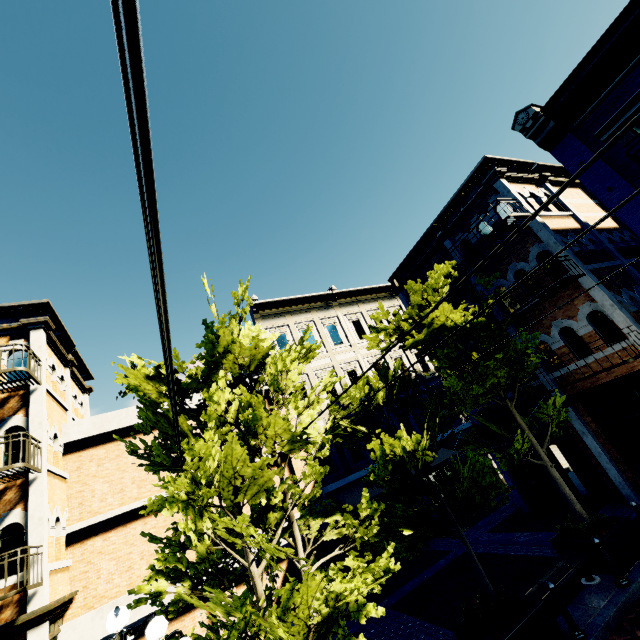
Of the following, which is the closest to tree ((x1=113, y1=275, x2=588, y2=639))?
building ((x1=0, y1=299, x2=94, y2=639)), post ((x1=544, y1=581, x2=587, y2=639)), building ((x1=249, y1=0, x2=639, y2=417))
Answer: building ((x1=249, y1=0, x2=639, y2=417))

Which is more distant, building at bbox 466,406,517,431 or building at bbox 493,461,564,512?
building at bbox 466,406,517,431

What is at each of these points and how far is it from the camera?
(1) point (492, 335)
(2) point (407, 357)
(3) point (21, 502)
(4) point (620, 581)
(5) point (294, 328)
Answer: (1) tree, 7.43m
(2) building, 19.50m
(3) building, 8.25m
(4) post, 6.56m
(5) building, 17.86m

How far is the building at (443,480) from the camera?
15.9m

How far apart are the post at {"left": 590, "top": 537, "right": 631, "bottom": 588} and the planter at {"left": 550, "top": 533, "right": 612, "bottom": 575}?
0.20m

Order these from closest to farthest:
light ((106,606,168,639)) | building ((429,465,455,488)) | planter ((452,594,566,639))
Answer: light ((106,606,168,639)) → planter ((452,594,566,639)) → building ((429,465,455,488))

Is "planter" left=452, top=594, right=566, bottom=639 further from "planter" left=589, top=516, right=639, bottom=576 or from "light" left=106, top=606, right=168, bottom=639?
"light" left=106, top=606, right=168, bottom=639

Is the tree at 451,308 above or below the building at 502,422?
above
